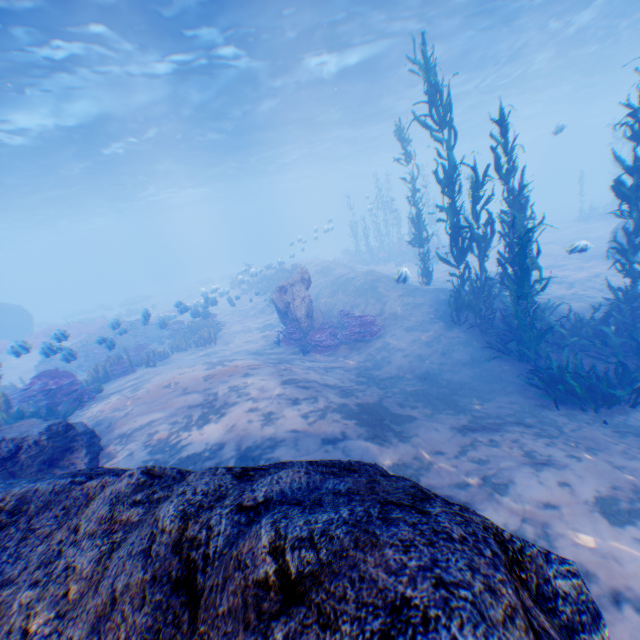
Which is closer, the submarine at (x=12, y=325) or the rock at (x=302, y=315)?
the rock at (x=302, y=315)

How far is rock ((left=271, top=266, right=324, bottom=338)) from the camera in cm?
1283

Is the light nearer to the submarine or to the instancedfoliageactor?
the submarine

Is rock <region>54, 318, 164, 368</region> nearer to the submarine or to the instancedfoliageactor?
the submarine

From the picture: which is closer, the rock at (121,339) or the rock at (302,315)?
the rock at (121,339)

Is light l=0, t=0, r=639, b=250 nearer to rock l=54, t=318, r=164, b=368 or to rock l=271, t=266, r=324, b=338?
rock l=54, t=318, r=164, b=368

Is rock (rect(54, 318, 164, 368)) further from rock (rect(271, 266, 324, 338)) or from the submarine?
rock (rect(271, 266, 324, 338))

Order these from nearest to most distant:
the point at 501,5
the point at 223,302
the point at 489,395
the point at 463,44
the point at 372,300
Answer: the point at 489,395, the point at 372,300, the point at 501,5, the point at 463,44, the point at 223,302
